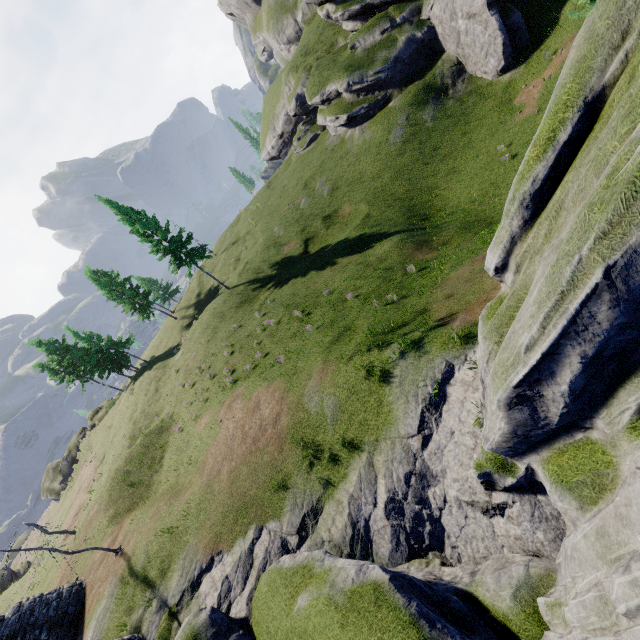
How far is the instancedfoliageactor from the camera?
42.7 meters

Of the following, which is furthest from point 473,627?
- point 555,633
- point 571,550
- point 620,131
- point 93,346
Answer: point 93,346

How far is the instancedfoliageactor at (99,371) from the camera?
42.7 meters
